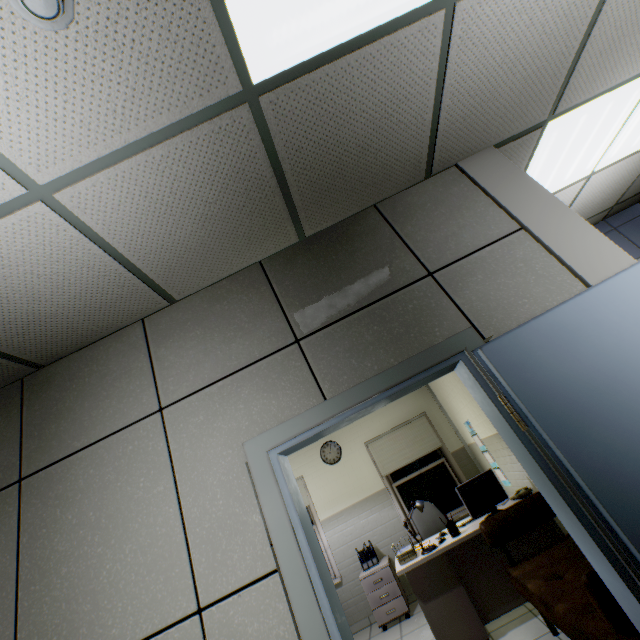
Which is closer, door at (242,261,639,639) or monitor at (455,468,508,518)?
door at (242,261,639,639)

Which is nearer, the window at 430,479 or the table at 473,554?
the table at 473,554

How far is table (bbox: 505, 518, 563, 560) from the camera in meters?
3.5

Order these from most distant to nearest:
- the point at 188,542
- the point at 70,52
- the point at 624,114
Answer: the point at 624,114 < the point at 188,542 < the point at 70,52

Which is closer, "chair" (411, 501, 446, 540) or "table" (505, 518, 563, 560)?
"table" (505, 518, 563, 560)

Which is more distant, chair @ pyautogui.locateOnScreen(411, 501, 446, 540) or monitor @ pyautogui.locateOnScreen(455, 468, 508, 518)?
chair @ pyautogui.locateOnScreen(411, 501, 446, 540)

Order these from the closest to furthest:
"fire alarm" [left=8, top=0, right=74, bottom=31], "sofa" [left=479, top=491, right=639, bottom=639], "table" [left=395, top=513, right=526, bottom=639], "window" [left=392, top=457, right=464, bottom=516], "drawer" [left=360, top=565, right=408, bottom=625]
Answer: "fire alarm" [left=8, top=0, right=74, bottom=31]
"sofa" [left=479, top=491, right=639, bottom=639]
"table" [left=395, top=513, right=526, bottom=639]
"drawer" [left=360, top=565, right=408, bottom=625]
"window" [left=392, top=457, right=464, bottom=516]

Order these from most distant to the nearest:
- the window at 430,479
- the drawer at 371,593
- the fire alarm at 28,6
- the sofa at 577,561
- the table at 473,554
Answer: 1. the window at 430,479
2. the drawer at 371,593
3. the table at 473,554
4. the sofa at 577,561
5. the fire alarm at 28,6
